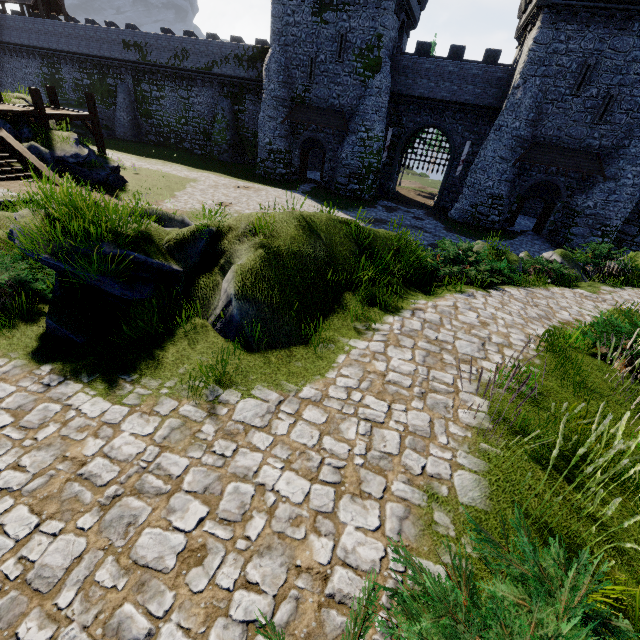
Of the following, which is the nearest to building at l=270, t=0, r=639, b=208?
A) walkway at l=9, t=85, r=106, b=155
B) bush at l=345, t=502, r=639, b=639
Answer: walkway at l=9, t=85, r=106, b=155

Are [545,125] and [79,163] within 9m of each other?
no

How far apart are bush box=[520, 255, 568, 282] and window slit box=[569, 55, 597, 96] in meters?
18.0 m

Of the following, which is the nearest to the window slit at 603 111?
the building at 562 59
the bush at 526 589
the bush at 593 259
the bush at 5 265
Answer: the building at 562 59

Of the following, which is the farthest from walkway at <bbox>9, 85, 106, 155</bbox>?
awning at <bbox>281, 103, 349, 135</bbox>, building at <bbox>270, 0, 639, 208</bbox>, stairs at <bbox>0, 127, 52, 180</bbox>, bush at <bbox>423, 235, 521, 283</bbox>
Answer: bush at <bbox>423, 235, 521, 283</bbox>

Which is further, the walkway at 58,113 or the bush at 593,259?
the walkway at 58,113

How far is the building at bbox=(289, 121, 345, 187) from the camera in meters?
28.8

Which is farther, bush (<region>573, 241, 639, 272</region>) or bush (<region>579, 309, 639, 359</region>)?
bush (<region>573, 241, 639, 272</region>)
